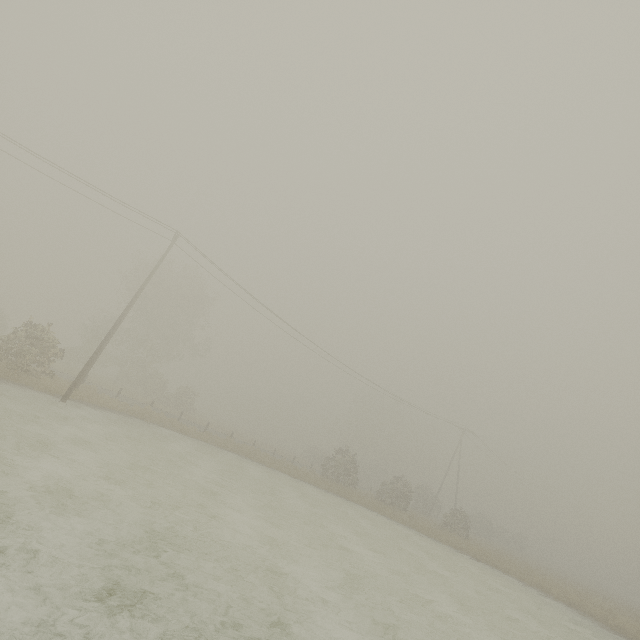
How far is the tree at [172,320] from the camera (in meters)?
39.09

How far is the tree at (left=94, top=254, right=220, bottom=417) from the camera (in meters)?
39.09

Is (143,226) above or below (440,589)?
above
